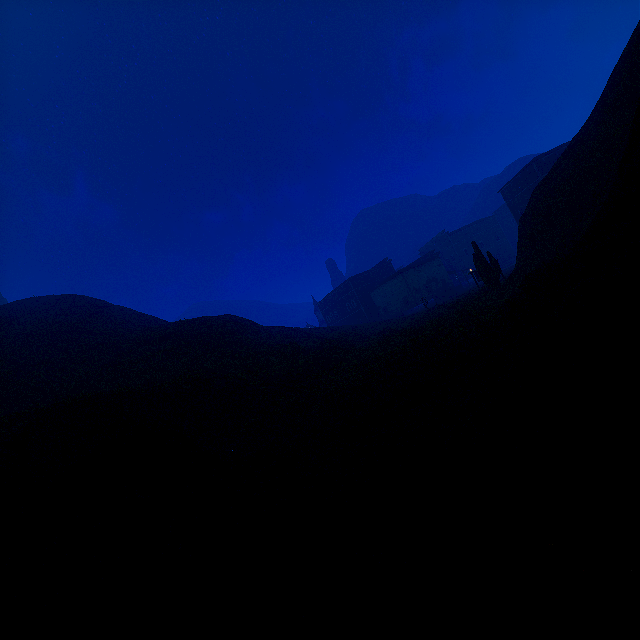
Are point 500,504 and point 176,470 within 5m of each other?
no

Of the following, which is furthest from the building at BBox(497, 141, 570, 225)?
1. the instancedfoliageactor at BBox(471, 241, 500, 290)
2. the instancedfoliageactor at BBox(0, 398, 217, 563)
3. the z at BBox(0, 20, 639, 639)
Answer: the instancedfoliageactor at BBox(0, 398, 217, 563)

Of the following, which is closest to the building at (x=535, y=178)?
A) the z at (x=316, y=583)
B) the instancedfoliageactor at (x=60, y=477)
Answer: the z at (x=316, y=583)

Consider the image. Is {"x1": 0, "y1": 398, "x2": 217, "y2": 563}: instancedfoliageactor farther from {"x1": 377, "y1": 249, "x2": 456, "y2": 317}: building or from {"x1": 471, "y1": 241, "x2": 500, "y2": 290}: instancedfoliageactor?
{"x1": 377, "y1": 249, "x2": 456, "y2": 317}: building

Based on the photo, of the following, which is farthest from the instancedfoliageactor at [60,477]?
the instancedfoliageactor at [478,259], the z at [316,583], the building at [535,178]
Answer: the building at [535,178]

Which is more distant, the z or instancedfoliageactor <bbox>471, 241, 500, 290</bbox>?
instancedfoliageactor <bbox>471, 241, 500, 290</bbox>

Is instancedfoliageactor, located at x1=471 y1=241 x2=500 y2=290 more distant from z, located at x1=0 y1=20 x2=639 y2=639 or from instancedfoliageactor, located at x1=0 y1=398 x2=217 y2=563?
instancedfoliageactor, located at x1=0 y1=398 x2=217 y2=563
